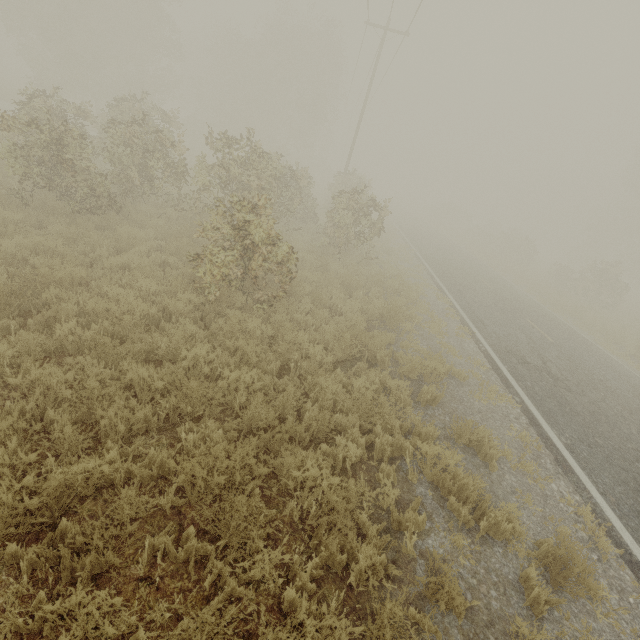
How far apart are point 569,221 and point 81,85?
73.71m
